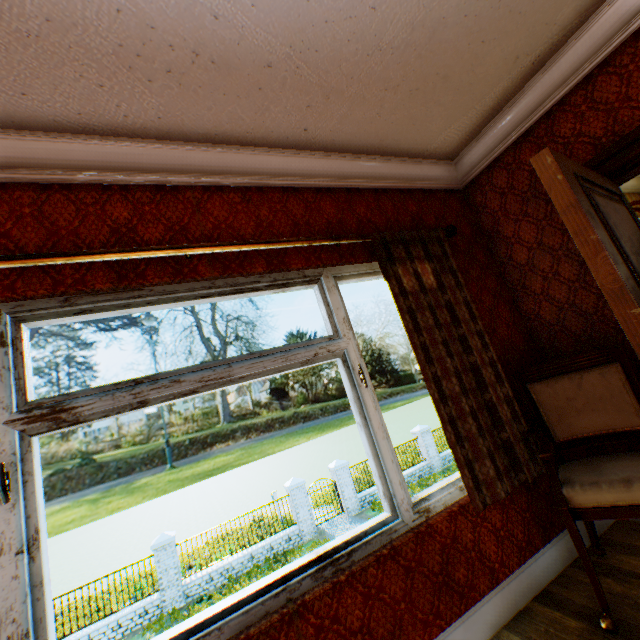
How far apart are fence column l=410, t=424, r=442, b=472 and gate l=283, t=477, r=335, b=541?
7.1 meters

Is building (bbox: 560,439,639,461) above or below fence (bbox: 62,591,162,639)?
above

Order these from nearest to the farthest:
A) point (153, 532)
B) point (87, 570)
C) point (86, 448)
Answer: point (87, 570)
point (153, 532)
point (86, 448)

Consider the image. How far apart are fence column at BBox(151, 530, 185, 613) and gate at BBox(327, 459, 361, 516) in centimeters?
676cm

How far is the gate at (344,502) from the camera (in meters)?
15.36

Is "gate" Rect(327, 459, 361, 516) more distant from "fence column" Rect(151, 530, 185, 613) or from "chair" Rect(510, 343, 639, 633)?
"chair" Rect(510, 343, 639, 633)

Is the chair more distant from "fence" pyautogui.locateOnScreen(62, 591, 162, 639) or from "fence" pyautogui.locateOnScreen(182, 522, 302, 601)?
"fence" pyautogui.locateOnScreen(62, 591, 162, 639)

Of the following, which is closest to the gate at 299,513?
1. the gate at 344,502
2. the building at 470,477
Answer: the gate at 344,502
